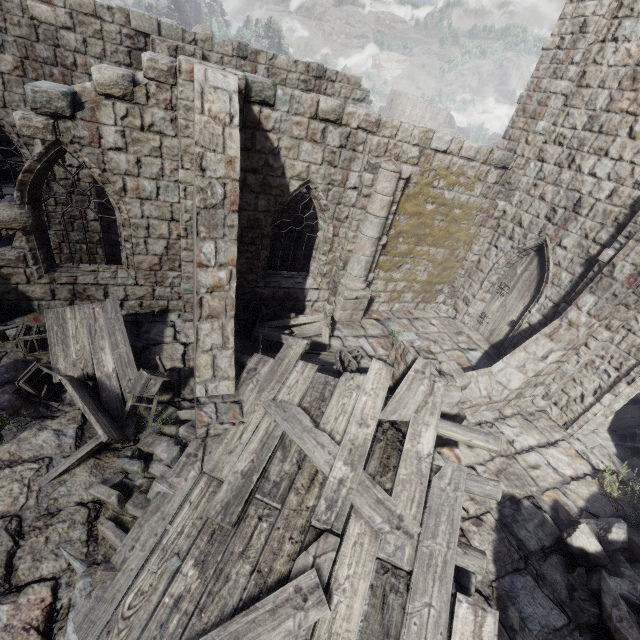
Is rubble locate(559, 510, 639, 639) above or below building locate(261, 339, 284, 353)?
above

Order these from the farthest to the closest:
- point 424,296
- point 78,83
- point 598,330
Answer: point 424,296, point 78,83, point 598,330

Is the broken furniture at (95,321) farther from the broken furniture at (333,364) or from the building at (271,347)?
the broken furniture at (333,364)

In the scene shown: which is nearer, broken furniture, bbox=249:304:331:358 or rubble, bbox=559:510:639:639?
rubble, bbox=559:510:639:639

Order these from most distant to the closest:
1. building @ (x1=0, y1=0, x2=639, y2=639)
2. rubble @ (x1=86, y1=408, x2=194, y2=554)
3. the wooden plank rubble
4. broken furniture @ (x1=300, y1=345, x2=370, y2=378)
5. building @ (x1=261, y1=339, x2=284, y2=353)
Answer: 1. building @ (x1=261, y1=339, x2=284, y2=353)
2. broken furniture @ (x1=300, y1=345, x2=370, y2=378)
3. building @ (x1=0, y1=0, x2=639, y2=639)
4. rubble @ (x1=86, y1=408, x2=194, y2=554)
5. the wooden plank rubble

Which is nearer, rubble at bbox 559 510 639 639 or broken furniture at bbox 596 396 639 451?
rubble at bbox 559 510 639 639

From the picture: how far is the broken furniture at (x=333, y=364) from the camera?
8.43m

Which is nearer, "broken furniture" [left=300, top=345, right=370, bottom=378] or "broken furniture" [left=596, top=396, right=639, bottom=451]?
"broken furniture" [left=300, top=345, right=370, bottom=378]
